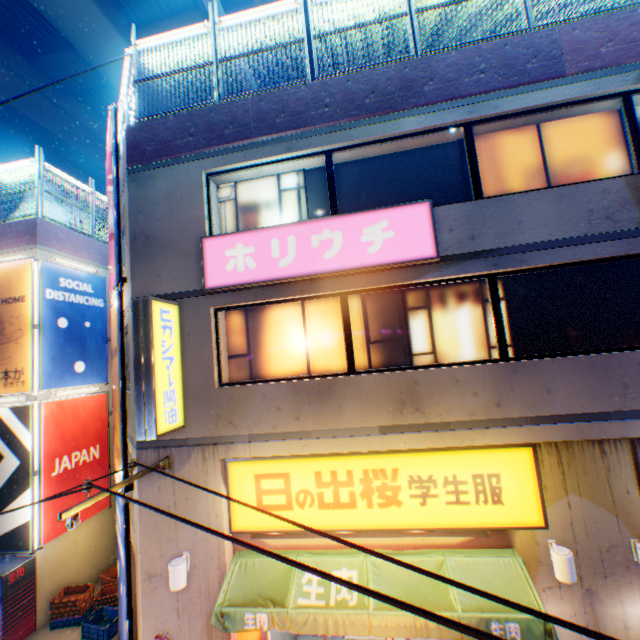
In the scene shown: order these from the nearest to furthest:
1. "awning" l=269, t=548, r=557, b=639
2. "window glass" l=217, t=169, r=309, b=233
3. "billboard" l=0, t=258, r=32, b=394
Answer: "awning" l=269, t=548, r=557, b=639
"window glass" l=217, t=169, r=309, b=233
"billboard" l=0, t=258, r=32, b=394

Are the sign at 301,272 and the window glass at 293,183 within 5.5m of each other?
yes

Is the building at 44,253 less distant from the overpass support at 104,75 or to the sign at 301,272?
the overpass support at 104,75

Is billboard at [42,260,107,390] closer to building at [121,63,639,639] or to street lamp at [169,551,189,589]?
building at [121,63,639,639]

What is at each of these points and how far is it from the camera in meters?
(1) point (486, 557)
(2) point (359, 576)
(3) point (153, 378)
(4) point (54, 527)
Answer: (1) awning, 5.4
(2) awning, 5.5
(3) sign, 5.7
(4) billboard, 10.2

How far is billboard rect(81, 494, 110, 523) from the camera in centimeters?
1117cm

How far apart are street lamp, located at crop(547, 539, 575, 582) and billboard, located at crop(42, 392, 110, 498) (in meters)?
13.30

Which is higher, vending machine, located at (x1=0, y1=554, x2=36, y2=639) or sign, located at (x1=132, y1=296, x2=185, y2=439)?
sign, located at (x1=132, y1=296, x2=185, y2=439)
